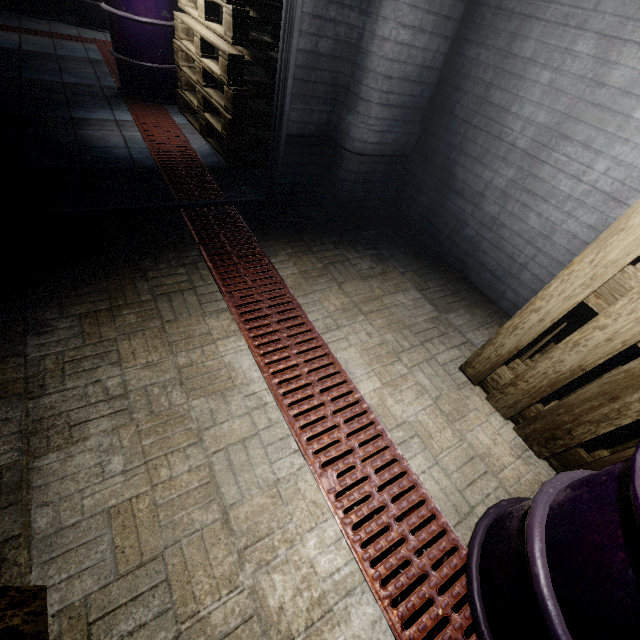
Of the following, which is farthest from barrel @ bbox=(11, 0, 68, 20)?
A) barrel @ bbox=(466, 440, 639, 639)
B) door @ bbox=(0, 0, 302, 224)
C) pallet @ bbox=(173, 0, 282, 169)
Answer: barrel @ bbox=(466, 440, 639, 639)

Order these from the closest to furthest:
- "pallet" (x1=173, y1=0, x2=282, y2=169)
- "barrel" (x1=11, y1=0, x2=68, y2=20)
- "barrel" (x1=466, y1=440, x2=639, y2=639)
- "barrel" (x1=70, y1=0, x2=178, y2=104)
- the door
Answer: "barrel" (x1=466, y1=440, x2=639, y2=639) → the door → "pallet" (x1=173, y1=0, x2=282, y2=169) → "barrel" (x1=70, y1=0, x2=178, y2=104) → "barrel" (x1=11, y1=0, x2=68, y2=20)

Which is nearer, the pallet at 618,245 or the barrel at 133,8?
the pallet at 618,245

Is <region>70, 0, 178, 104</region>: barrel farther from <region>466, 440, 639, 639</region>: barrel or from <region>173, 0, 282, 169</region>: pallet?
<region>466, 440, 639, 639</region>: barrel

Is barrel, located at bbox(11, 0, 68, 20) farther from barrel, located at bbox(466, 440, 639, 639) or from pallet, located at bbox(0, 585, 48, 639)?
barrel, located at bbox(466, 440, 639, 639)

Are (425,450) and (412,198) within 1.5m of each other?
no

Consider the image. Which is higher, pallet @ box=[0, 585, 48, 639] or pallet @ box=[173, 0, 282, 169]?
pallet @ box=[173, 0, 282, 169]

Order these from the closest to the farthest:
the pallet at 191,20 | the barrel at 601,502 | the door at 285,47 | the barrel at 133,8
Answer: the barrel at 601,502, the door at 285,47, the pallet at 191,20, the barrel at 133,8
